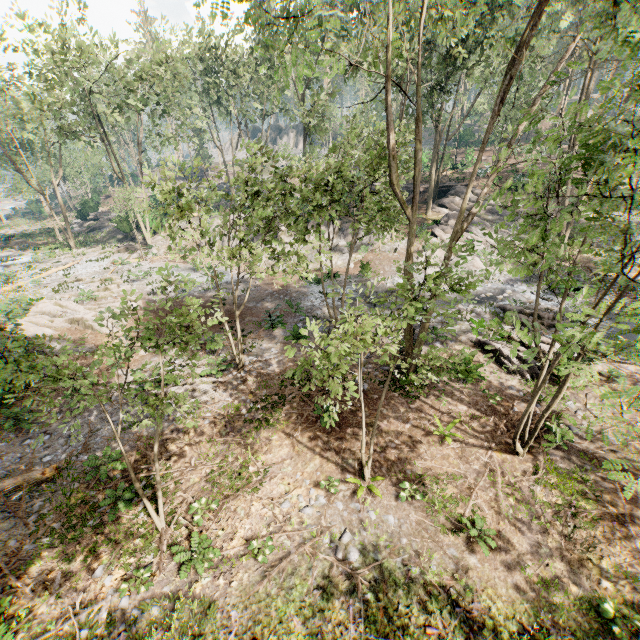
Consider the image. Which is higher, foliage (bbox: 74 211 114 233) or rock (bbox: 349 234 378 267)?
foliage (bbox: 74 211 114 233)

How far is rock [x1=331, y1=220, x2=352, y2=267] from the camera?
27.5m

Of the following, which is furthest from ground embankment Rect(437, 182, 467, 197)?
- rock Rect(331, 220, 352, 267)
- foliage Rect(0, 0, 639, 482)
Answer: rock Rect(331, 220, 352, 267)

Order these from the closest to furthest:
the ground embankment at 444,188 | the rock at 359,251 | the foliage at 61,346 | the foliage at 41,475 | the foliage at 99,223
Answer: the foliage at 61,346
the foliage at 41,475
the rock at 359,251
the ground embankment at 444,188
the foliage at 99,223

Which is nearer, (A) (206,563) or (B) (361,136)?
(A) (206,563)

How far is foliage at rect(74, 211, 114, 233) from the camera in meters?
43.5

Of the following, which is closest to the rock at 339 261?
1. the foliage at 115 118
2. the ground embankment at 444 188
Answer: the foliage at 115 118
